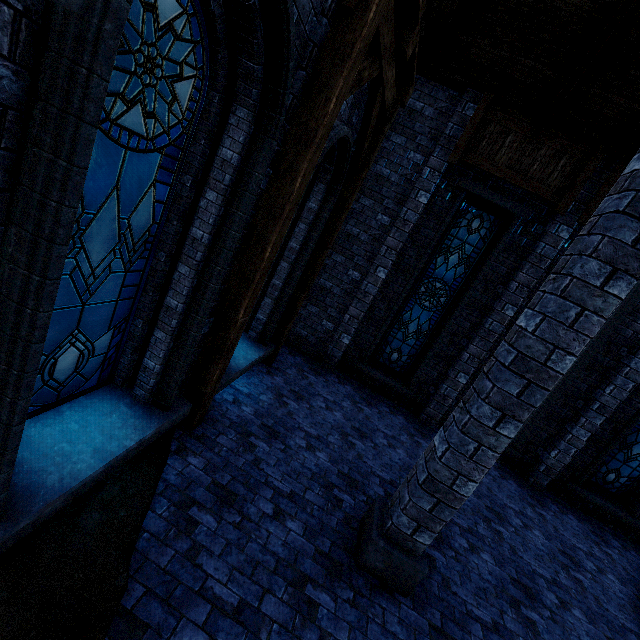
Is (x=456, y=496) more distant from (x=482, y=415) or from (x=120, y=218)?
(x=120, y=218)

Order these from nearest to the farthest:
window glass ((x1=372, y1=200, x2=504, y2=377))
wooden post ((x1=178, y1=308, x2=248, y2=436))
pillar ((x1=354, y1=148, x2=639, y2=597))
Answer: pillar ((x1=354, y1=148, x2=639, y2=597))
wooden post ((x1=178, y1=308, x2=248, y2=436))
window glass ((x1=372, y1=200, x2=504, y2=377))

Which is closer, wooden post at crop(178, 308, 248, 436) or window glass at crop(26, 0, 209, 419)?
window glass at crop(26, 0, 209, 419)

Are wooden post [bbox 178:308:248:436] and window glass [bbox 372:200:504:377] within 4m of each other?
no

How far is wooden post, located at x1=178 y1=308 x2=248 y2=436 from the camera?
4.1m

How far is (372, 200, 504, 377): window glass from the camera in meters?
7.7

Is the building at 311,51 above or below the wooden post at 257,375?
above

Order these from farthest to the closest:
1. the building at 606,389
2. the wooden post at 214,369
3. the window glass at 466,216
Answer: the window glass at 466,216 → the building at 606,389 → the wooden post at 214,369
